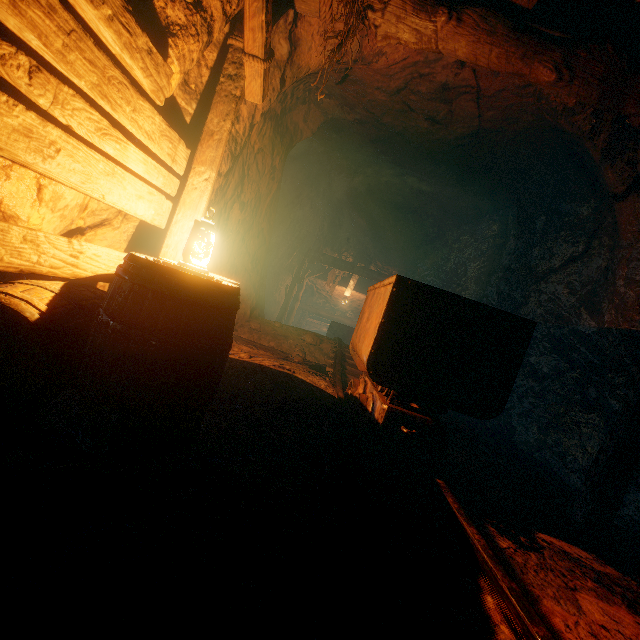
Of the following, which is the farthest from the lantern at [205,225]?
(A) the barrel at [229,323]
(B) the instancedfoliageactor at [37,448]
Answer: (B) the instancedfoliageactor at [37,448]

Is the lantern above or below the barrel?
above

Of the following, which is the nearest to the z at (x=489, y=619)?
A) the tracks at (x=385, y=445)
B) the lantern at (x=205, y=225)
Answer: the tracks at (x=385, y=445)

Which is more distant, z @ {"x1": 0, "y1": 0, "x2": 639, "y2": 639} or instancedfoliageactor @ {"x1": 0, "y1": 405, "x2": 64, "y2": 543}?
z @ {"x1": 0, "y1": 0, "x2": 639, "y2": 639}

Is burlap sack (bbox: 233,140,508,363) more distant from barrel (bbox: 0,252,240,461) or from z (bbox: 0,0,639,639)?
barrel (bbox: 0,252,240,461)

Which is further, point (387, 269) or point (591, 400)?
point (387, 269)

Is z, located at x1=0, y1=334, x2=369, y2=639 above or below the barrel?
below

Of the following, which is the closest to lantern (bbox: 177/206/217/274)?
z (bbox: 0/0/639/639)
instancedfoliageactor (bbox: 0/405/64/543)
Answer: z (bbox: 0/0/639/639)
